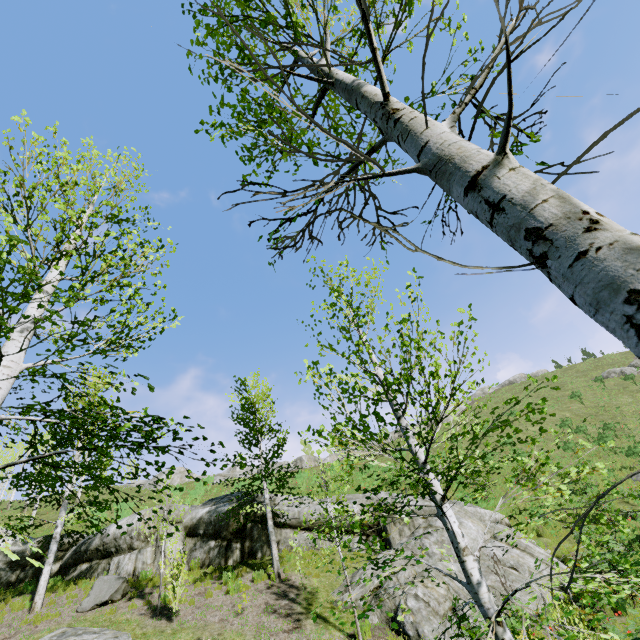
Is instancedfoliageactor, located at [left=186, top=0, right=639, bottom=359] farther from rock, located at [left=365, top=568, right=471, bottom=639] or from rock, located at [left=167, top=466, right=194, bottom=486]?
rock, located at [left=167, top=466, right=194, bottom=486]

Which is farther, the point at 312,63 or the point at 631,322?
the point at 312,63

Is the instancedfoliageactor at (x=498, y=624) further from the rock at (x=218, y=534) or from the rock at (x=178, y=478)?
the rock at (x=178, y=478)

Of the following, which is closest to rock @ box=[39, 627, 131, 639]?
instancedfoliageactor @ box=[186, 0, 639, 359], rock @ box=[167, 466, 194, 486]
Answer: instancedfoliageactor @ box=[186, 0, 639, 359]

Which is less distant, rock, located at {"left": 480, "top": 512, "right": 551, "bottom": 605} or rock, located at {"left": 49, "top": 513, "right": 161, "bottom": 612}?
rock, located at {"left": 480, "top": 512, "right": 551, "bottom": 605}

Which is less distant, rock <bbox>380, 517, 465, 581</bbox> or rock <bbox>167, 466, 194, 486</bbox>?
rock <bbox>380, 517, 465, 581</bbox>
